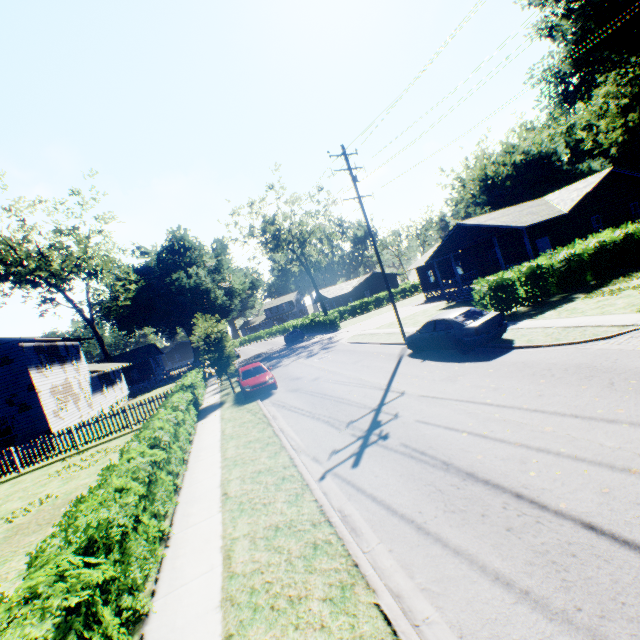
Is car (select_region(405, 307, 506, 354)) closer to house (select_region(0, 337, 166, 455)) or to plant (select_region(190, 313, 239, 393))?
plant (select_region(190, 313, 239, 393))

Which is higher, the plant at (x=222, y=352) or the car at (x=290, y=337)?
the plant at (x=222, y=352)

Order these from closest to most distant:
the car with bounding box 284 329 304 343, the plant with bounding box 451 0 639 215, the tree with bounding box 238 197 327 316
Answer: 1. the plant with bounding box 451 0 639 215
2. the car with bounding box 284 329 304 343
3. the tree with bounding box 238 197 327 316

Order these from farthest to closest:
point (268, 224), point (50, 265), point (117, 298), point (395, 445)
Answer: point (117, 298) → point (268, 224) → point (50, 265) → point (395, 445)

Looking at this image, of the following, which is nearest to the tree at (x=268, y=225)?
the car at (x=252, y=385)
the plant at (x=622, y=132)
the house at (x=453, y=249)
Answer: the house at (x=453, y=249)

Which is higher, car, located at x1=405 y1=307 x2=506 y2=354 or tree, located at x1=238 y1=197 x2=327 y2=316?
tree, located at x1=238 y1=197 x2=327 y2=316

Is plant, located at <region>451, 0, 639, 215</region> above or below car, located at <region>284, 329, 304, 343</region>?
above

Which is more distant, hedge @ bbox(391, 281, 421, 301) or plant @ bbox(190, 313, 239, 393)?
hedge @ bbox(391, 281, 421, 301)
